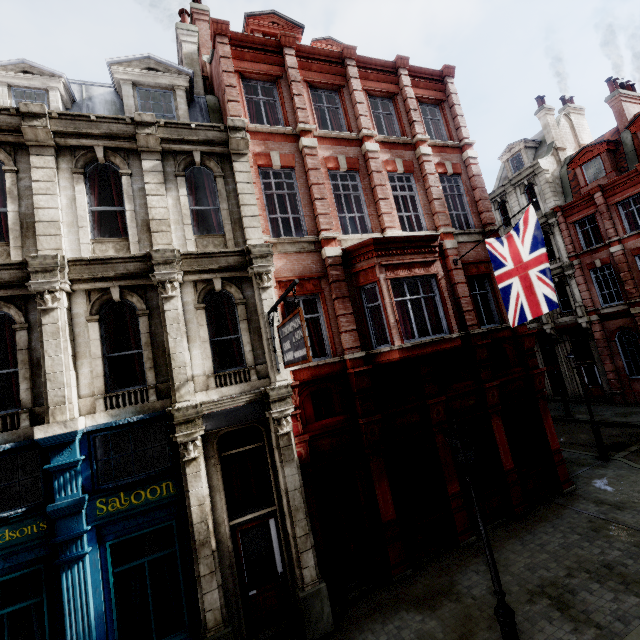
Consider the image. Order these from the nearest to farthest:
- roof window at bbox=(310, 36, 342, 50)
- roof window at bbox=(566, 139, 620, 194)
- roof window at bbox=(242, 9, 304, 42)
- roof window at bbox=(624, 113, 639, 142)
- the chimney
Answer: roof window at bbox=(242, 9, 304, 42), roof window at bbox=(310, 36, 342, 50), roof window at bbox=(624, 113, 639, 142), roof window at bbox=(566, 139, 620, 194), the chimney

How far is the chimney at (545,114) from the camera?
25.0 meters

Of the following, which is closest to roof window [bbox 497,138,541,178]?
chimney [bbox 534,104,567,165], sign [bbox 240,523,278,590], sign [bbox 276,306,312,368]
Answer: chimney [bbox 534,104,567,165]

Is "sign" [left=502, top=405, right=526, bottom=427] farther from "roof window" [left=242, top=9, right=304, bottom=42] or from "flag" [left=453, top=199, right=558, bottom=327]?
"roof window" [left=242, top=9, right=304, bottom=42]

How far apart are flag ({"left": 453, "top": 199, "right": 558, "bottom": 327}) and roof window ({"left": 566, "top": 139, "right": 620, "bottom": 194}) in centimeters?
1768cm

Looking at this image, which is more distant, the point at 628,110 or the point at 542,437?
the point at 628,110

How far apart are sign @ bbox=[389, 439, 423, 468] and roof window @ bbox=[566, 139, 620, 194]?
22.7m

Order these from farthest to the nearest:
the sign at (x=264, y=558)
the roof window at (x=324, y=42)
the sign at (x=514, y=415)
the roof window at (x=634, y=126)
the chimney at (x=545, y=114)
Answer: the chimney at (x=545, y=114)
the roof window at (x=634, y=126)
the roof window at (x=324, y=42)
the sign at (x=514, y=415)
the sign at (x=264, y=558)
